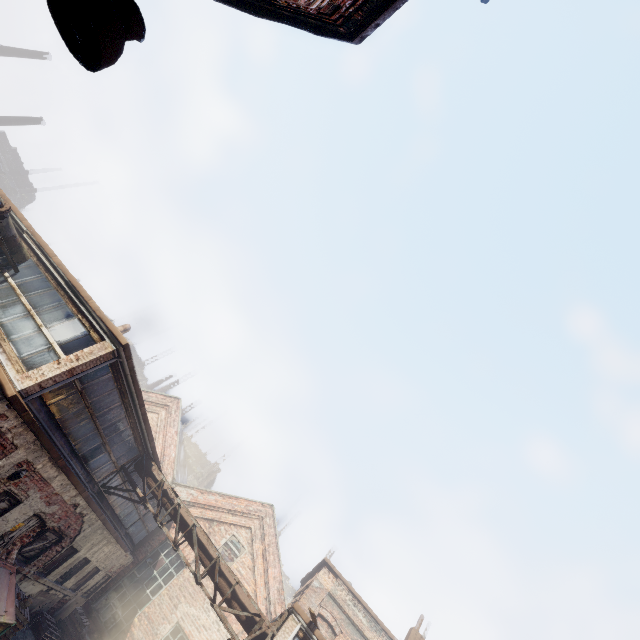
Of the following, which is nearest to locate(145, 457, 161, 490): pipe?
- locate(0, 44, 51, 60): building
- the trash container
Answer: the trash container

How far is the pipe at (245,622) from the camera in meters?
10.2

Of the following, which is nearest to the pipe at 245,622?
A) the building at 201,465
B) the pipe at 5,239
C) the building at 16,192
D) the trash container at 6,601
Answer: the trash container at 6,601

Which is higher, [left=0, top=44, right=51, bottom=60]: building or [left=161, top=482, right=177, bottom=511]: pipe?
[left=0, top=44, right=51, bottom=60]: building

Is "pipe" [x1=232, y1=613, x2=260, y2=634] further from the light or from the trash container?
the light

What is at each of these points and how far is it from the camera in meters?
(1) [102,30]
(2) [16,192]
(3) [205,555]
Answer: (1) light, 1.7 m
(2) building, 43.9 m
(3) pipe, 11.2 m

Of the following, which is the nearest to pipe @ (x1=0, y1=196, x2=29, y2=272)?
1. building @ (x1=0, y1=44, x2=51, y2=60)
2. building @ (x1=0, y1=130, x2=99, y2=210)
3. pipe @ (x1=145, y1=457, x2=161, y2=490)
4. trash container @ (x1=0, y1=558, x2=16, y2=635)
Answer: trash container @ (x1=0, y1=558, x2=16, y2=635)

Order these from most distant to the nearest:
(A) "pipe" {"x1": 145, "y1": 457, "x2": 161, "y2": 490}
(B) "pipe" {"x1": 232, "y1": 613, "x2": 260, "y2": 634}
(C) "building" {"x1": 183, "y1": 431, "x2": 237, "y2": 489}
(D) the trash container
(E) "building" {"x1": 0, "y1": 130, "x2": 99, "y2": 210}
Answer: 1. (C) "building" {"x1": 183, "y1": 431, "x2": 237, "y2": 489}
2. (E) "building" {"x1": 0, "y1": 130, "x2": 99, "y2": 210}
3. (A) "pipe" {"x1": 145, "y1": 457, "x2": 161, "y2": 490}
4. (B) "pipe" {"x1": 232, "y1": 613, "x2": 260, "y2": 634}
5. (D) the trash container
